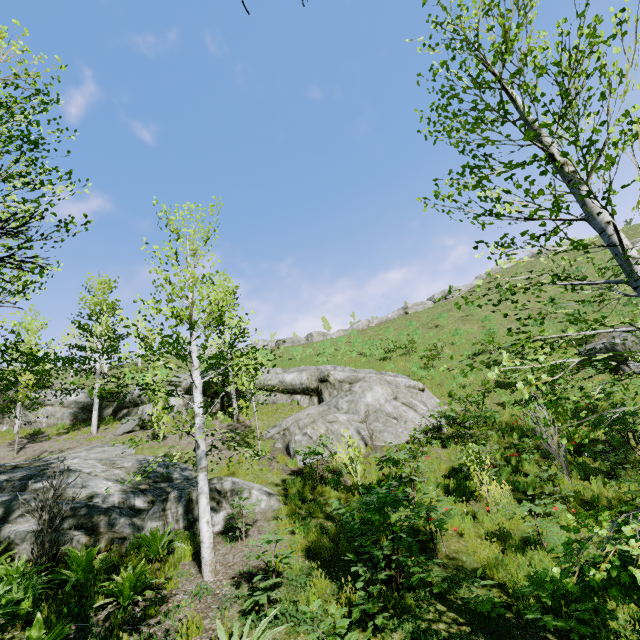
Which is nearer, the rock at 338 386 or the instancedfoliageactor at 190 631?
the instancedfoliageactor at 190 631

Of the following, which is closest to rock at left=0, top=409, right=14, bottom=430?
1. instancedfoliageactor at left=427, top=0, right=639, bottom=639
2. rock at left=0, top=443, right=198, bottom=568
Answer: instancedfoliageactor at left=427, top=0, right=639, bottom=639

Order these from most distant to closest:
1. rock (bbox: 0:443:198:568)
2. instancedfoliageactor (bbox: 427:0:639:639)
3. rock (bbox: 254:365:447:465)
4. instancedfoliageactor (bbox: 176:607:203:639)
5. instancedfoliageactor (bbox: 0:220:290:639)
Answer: rock (bbox: 254:365:447:465)
rock (bbox: 0:443:198:568)
instancedfoliageactor (bbox: 0:220:290:639)
instancedfoliageactor (bbox: 176:607:203:639)
instancedfoliageactor (bbox: 427:0:639:639)

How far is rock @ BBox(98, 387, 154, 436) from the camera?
18.1m

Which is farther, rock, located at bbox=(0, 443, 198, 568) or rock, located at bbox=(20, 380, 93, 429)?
rock, located at bbox=(20, 380, 93, 429)

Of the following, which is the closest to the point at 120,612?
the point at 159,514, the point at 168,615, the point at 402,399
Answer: the point at 168,615

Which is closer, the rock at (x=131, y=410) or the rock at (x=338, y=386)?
the rock at (x=338, y=386)

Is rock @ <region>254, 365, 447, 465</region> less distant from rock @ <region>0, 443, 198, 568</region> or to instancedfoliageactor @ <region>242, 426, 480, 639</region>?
instancedfoliageactor @ <region>242, 426, 480, 639</region>
